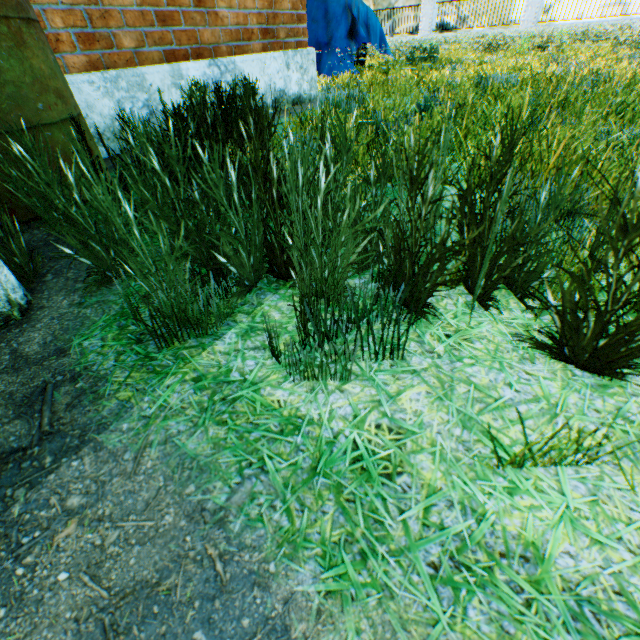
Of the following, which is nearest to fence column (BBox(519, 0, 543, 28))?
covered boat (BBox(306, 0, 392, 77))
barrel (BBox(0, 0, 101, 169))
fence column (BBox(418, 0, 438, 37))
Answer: fence column (BBox(418, 0, 438, 37))

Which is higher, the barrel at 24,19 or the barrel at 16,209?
the barrel at 24,19

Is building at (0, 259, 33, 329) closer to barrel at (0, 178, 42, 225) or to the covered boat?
barrel at (0, 178, 42, 225)

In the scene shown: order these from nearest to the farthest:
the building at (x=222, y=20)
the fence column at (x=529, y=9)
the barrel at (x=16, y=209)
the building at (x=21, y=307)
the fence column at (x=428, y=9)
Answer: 1. the building at (x=21, y=307)
2. the barrel at (x=16, y=209)
3. the building at (x=222, y=20)
4. the fence column at (x=529, y=9)
5. the fence column at (x=428, y=9)

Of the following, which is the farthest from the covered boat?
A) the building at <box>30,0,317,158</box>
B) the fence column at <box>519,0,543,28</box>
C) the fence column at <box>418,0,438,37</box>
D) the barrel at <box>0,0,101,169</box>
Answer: the fence column at <box>418,0,438,37</box>

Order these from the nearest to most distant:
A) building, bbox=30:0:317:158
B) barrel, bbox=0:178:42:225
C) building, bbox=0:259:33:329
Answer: building, bbox=0:259:33:329
barrel, bbox=0:178:42:225
building, bbox=30:0:317:158

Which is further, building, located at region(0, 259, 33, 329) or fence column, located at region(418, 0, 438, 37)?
fence column, located at region(418, 0, 438, 37)

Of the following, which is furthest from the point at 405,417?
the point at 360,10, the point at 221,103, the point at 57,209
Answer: the point at 360,10
